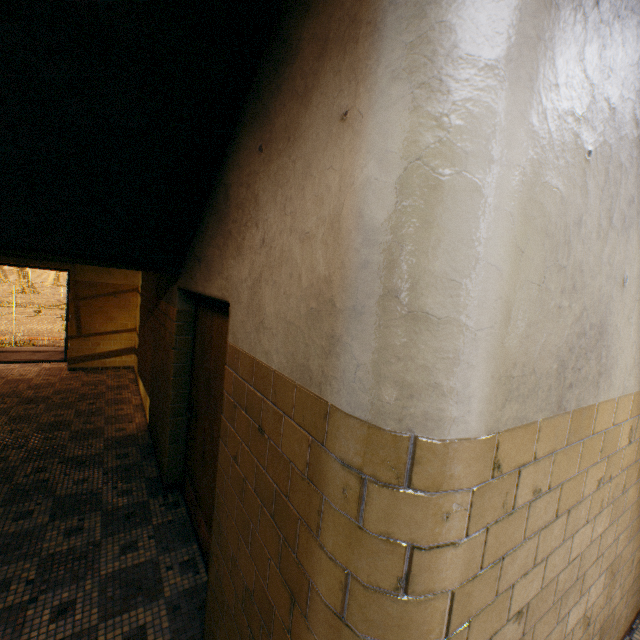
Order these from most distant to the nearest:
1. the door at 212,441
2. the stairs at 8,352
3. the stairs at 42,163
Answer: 1. the stairs at 8,352
2. the door at 212,441
3. the stairs at 42,163

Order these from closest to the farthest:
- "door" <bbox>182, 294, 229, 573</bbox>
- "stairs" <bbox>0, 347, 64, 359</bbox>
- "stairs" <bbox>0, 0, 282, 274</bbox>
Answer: "stairs" <bbox>0, 0, 282, 274</bbox>
"door" <bbox>182, 294, 229, 573</bbox>
"stairs" <bbox>0, 347, 64, 359</bbox>

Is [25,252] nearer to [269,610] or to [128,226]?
[128,226]

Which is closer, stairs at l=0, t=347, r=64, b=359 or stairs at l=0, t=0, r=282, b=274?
stairs at l=0, t=0, r=282, b=274

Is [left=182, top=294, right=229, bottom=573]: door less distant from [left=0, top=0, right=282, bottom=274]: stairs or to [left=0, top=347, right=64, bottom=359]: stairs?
[left=0, top=0, right=282, bottom=274]: stairs

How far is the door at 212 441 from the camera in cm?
251

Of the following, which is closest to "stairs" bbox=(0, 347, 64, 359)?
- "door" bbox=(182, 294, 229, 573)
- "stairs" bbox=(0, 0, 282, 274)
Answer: "stairs" bbox=(0, 0, 282, 274)

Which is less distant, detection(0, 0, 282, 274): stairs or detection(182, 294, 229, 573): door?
detection(0, 0, 282, 274): stairs
